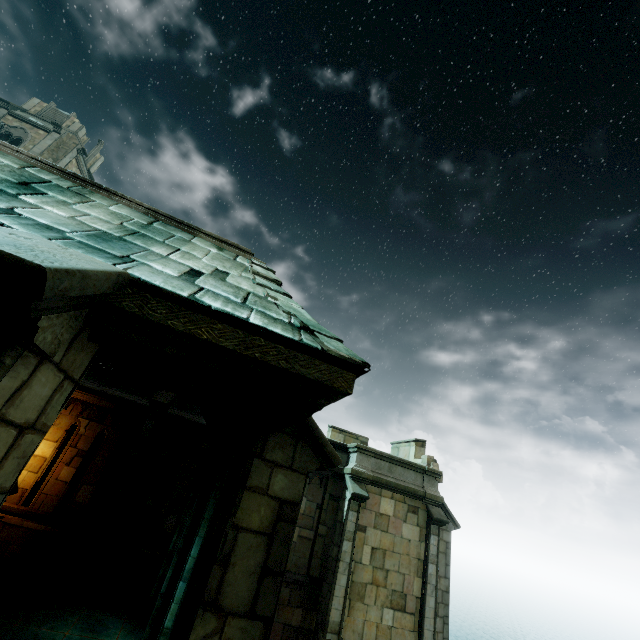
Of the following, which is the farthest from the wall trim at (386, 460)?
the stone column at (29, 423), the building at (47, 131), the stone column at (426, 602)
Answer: the building at (47, 131)

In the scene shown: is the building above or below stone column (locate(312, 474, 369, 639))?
above

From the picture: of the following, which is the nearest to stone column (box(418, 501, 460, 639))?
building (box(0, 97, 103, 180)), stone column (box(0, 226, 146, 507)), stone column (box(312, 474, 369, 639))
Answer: stone column (box(312, 474, 369, 639))

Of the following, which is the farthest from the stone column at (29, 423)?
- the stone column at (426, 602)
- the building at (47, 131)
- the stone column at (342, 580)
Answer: the building at (47, 131)

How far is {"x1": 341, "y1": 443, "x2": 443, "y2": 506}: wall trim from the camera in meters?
13.0

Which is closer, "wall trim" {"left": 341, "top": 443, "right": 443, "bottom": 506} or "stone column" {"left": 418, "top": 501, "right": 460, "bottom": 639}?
"stone column" {"left": 418, "top": 501, "right": 460, "bottom": 639}

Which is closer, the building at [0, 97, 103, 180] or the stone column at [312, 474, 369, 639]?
the stone column at [312, 474, 369, 639]

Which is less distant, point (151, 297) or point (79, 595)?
point (151, 297)
